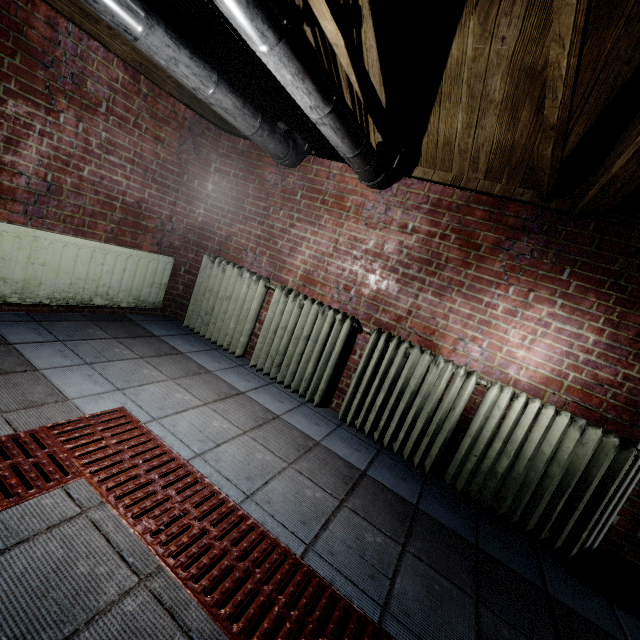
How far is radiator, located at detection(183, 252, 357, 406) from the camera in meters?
2.7 m

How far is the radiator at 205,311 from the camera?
2.7 meters

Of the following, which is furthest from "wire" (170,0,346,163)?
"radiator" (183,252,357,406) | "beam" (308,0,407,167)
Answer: "radiator" (183,252,357,406)

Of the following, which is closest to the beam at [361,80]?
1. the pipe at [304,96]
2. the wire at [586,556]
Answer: the pipe at [304,96]

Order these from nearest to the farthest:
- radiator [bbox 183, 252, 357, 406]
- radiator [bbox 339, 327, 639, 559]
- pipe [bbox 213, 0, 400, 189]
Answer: pipe [bbox 213, 0, 400, 189]
radiator [bbox 339, 327, 639, 559]
radiator [bbox 183, 252, 357, 406]

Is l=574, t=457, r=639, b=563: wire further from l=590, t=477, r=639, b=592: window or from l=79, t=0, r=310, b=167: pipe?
l=79, t=0, r=310, b=167: pipe

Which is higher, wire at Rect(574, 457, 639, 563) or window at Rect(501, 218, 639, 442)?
window at Rect(501, 218, 639, 442)

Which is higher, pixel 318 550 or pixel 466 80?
pixel 466 80
